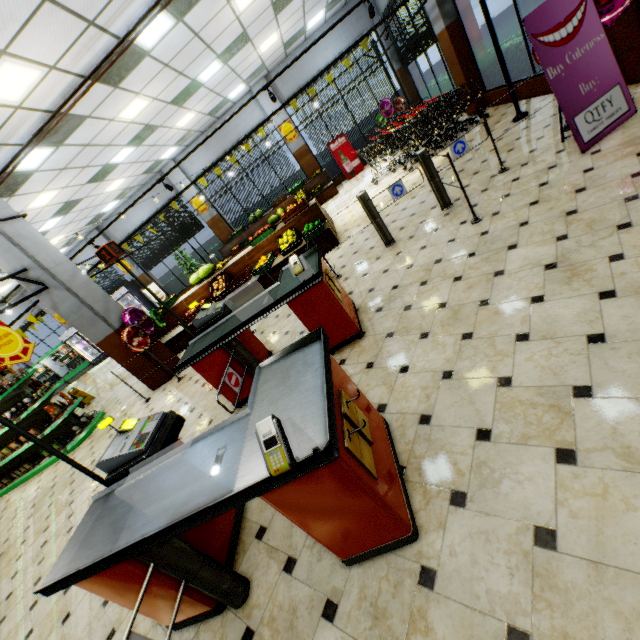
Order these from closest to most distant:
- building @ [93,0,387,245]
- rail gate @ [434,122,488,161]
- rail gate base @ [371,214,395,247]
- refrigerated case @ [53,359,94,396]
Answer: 1. rail gate @ [434,122,488,161]
2. rail gate base @ [371,214,395,247]
3. building @ [93,0,387,245]
4. refrigerated case @ [53,359,94,396]

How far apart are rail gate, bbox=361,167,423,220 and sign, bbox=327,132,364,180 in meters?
9.4

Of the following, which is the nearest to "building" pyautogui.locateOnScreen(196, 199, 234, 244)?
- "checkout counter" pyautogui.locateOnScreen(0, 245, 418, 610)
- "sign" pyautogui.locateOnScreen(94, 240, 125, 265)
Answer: "checkout counter" pyautogui.locateOnScreen(0, 245, 418, 610)

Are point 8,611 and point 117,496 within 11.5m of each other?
yes

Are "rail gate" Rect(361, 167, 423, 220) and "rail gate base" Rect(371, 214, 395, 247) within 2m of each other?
yes

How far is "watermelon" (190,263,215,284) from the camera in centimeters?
880cm

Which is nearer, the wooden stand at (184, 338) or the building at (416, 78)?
the wooden stand at (184, 338)

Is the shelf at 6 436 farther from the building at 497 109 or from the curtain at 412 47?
the curtain at 412 47
